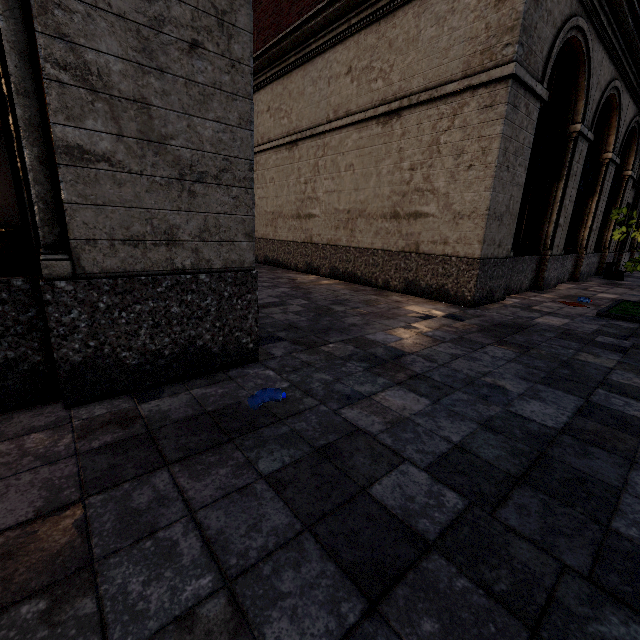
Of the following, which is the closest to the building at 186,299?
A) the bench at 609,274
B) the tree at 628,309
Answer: the bench at 609,274

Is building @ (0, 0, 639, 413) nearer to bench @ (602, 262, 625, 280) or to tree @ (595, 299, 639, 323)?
bench @ (602, 262, 625, 280)

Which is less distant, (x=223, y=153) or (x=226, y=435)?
(x=226, y=435)

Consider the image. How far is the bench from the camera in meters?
12.6

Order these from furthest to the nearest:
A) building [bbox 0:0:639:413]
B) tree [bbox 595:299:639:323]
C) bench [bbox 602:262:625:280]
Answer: bench [bbox 602:262:625:280] < tree [bbox 595:299:639:323] < building [bbox 0:0:639:413]

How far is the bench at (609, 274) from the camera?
12.6 meters

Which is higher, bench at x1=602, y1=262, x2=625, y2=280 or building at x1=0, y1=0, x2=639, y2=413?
building at x1=0, y1=0, x2=639, y2=413
